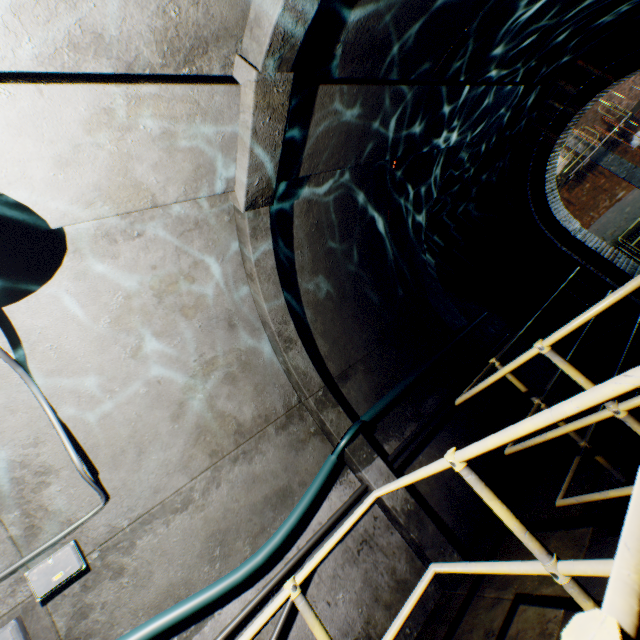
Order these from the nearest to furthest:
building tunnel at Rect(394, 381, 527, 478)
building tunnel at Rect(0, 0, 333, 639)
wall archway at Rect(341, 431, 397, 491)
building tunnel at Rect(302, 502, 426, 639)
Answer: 1. building tunnel at Rect(0, 0, 333, 639)
2. building tunnel at Rect(302, 502, 426, 639)
3. wall archway at Rect(341, 431, 397, 491)
4. building tunnel at Rect(394, 381, 527, 478)

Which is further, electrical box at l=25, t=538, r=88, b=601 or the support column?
the support column

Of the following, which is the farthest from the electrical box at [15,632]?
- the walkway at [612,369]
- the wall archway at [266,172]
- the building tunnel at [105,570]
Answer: the wall archway at [266,172]

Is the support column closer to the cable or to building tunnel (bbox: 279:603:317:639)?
building tunnel (bbox: 279:603:317:639)

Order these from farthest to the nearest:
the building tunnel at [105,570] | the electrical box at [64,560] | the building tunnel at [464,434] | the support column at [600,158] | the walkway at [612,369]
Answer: the support column at [600,158], the building tunnel at [464,434], the electrical box at [64,560], the building tunnel at [105,570], the walkway at [612,369]

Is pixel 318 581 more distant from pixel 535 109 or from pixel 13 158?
pixel 535 109

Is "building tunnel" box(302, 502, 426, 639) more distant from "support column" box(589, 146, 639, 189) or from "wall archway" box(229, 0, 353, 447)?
"support column" box(589, 146, 639, 189)

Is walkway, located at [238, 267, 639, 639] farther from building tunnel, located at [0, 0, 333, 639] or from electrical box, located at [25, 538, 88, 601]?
electrical box, located at [25, 538, 88, 601]
